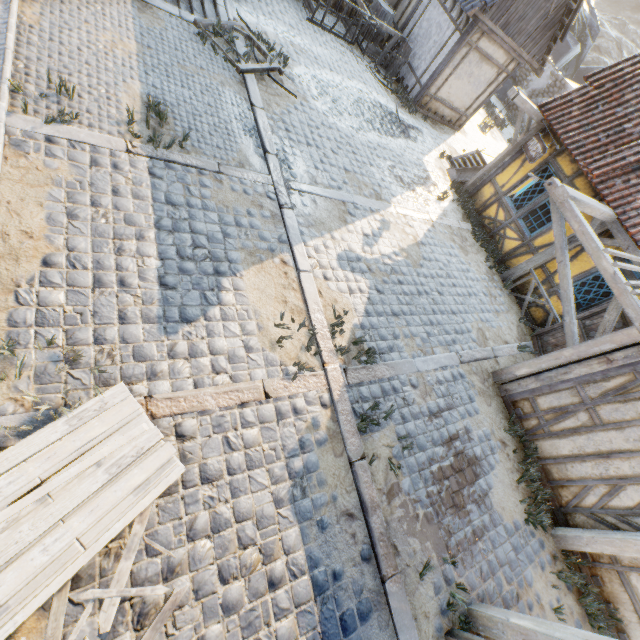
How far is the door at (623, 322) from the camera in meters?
7.2

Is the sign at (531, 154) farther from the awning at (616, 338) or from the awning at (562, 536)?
the awning at (562, 536)

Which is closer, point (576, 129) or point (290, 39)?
point (576, 129)

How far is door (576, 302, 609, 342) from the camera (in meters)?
7.73

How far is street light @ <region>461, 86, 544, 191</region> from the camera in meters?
8.4

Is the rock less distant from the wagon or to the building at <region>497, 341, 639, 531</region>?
the building at <region>497, 341, 639, 531</region>

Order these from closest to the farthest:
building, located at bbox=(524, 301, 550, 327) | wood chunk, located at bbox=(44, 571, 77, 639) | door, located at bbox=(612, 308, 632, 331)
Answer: wood chunk, located at bbox=(44, 571, 77, 639)
door, located at bbox=(612, 308, 632, 331)
building, located at bbox=(524, 301, 550, 327)

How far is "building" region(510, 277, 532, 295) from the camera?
9.4 meters
